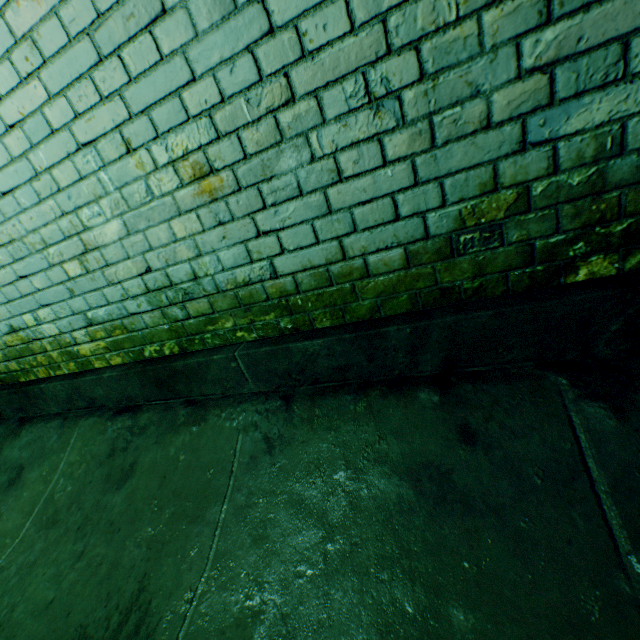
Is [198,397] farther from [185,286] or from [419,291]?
[419,291]
